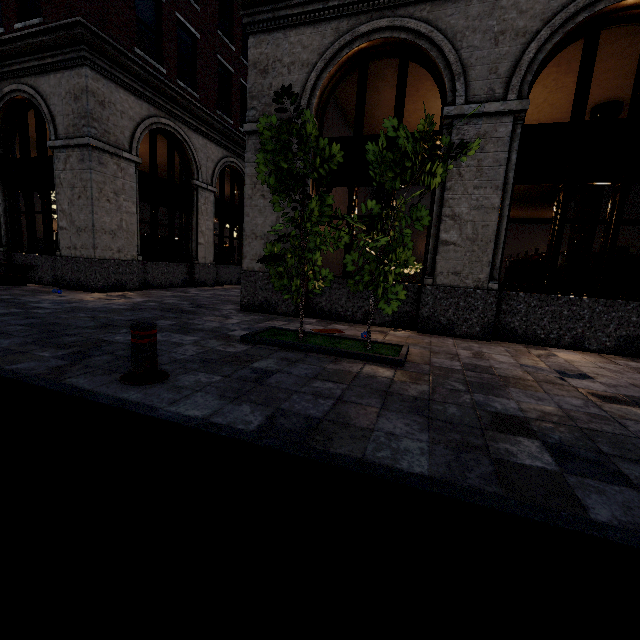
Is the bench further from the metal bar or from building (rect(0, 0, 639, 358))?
the metal bar

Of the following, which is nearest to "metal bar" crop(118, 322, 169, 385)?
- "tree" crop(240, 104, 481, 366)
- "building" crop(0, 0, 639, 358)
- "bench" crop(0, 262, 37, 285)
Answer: "tree" crop(240, 104, 481, 366)

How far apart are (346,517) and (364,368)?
2.46m

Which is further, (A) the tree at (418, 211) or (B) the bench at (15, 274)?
(B) the bench at (15, 274)

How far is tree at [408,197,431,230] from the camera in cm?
432

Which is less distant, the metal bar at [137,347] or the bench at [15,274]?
the metal bar at [137,347]

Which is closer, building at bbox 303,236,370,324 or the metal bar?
the metal bar
